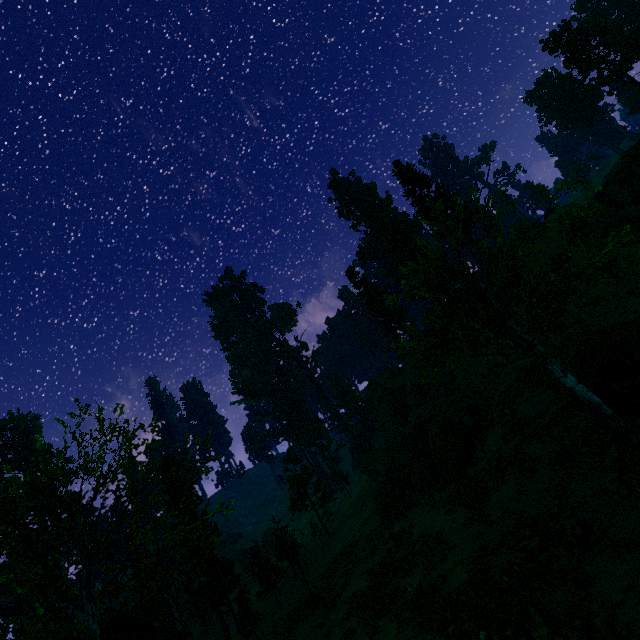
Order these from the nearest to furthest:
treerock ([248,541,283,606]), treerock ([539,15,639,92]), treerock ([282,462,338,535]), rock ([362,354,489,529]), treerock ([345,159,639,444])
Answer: treerock ([345,159,639,444]) < rock ([362,354,489,529]) < treerock ([248,541,283,606]) < treerock ([539,15,639,92]) < treerock ([282,462,338,535])

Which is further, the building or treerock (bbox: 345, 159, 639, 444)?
the building

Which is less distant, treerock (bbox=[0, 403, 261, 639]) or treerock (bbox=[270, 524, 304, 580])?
treerock (bbox=[0, 403, 261, 639])

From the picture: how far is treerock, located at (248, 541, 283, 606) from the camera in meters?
33.7

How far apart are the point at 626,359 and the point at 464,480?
12.7 meters

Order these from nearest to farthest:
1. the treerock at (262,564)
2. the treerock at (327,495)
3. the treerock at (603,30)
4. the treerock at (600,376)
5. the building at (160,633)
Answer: the treerock at (600,376) < the building at (160,633) < the treerock at (262,564) < the treerock at (603,30) < the treerock at (327,495)

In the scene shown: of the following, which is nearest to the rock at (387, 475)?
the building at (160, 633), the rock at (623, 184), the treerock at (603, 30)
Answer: the treerock at (603, 30)
